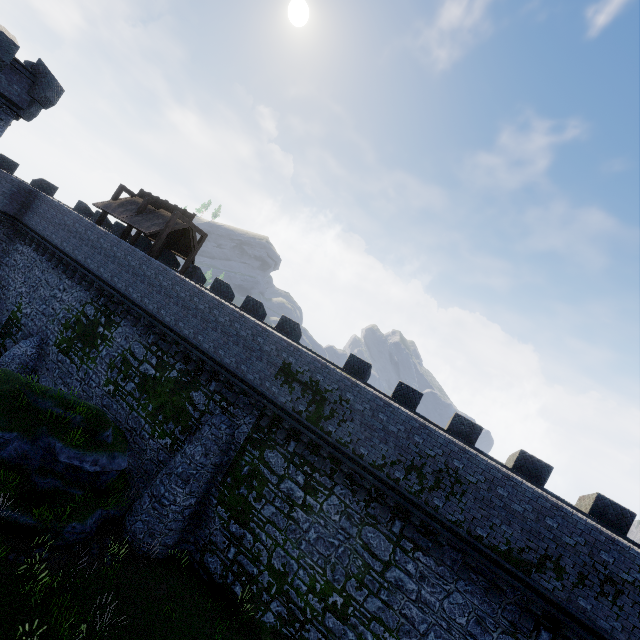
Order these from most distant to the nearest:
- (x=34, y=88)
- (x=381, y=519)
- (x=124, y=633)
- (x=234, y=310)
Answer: (x=34, y=88)
(x=234, y=310)
(x=381, y=519)
(x=124, y=633)
